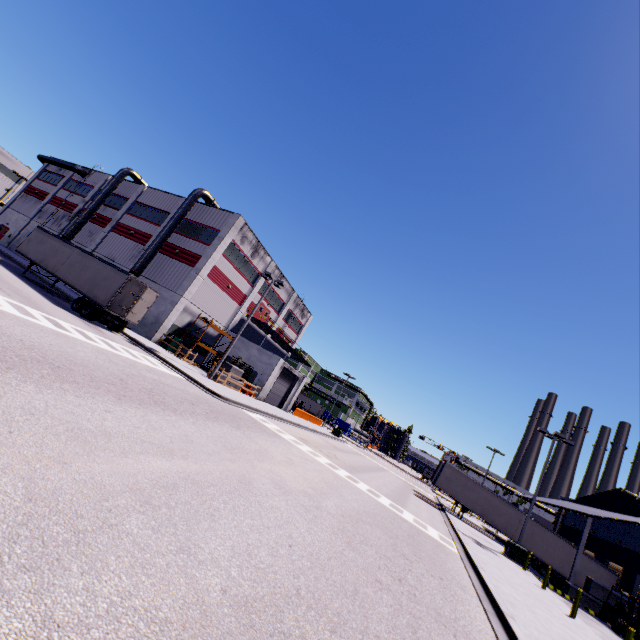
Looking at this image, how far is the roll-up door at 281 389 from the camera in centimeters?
3569cm

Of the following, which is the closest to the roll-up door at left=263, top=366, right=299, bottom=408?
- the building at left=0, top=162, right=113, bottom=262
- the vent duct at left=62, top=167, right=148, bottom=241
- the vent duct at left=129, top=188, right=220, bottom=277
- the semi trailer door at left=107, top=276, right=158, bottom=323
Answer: the building at left=0, top=162, right=113, bottom=262

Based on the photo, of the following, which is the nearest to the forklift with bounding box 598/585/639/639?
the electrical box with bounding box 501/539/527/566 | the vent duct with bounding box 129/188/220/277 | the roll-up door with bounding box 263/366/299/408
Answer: the electrical box with bounding box 501/539/527/566

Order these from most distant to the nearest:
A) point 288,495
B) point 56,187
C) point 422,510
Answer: point 56,187 → point 422,510 → point 288,495

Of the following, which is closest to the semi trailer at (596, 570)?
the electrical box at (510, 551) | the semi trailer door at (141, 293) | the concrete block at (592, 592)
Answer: the semi trailer door at (141, 293)

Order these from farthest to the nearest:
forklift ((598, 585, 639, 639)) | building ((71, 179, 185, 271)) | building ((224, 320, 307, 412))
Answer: building ((71, 179, 185, 271)) → building ((224, 320, 307, 412)) → forklift ((598, 585, 639, 639))

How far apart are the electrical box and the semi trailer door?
30.7m

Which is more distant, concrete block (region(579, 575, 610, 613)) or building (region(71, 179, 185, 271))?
building (region(71, 179, 185, 271))
